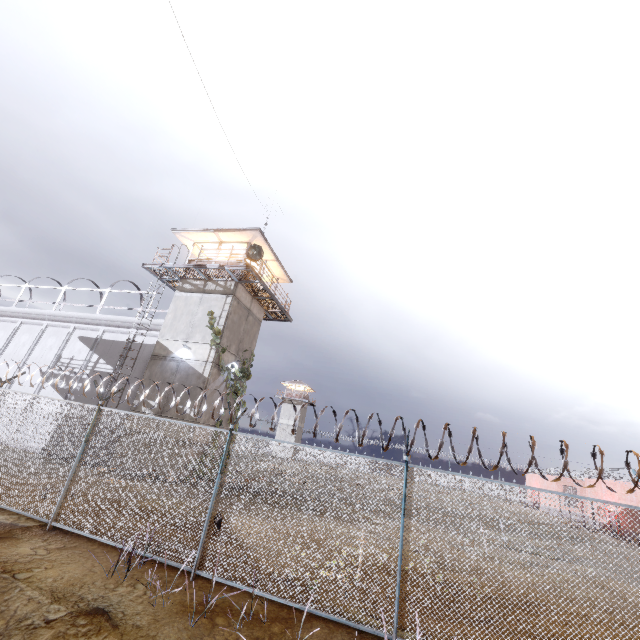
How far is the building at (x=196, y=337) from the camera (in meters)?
16.50

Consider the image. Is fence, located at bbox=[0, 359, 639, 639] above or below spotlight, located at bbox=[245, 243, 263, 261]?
below

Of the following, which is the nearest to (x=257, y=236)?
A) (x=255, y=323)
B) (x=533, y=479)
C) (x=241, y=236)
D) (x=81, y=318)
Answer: (x=241, y=236)

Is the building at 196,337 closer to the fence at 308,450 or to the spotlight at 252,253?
the spotlight at 252,253

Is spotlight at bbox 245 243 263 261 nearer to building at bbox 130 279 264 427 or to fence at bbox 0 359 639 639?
building at bbox 130 279 264 427

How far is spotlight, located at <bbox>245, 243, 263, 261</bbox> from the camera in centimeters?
1692cm
